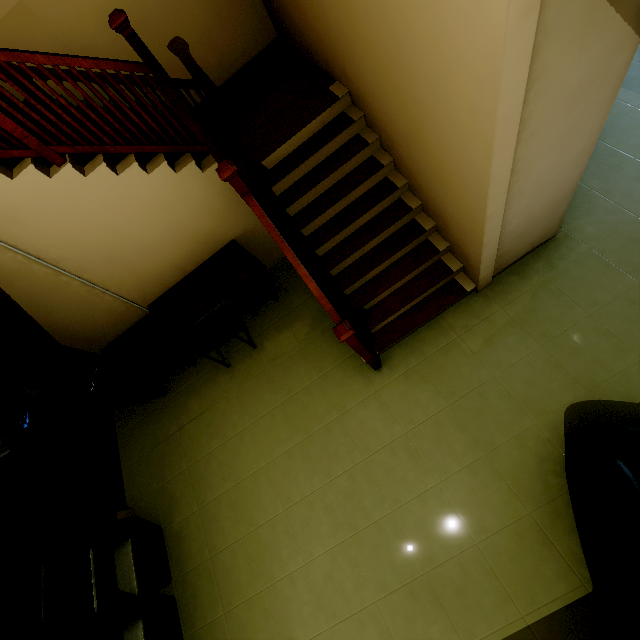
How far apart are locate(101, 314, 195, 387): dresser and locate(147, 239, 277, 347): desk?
0.1 meters

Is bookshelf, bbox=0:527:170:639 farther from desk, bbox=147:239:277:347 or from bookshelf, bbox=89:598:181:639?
desk, bbox=147:239:277:347

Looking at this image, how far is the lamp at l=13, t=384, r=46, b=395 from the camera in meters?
3.5 m

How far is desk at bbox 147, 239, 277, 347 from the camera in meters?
3.7 m

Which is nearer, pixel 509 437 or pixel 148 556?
pixel 509 437

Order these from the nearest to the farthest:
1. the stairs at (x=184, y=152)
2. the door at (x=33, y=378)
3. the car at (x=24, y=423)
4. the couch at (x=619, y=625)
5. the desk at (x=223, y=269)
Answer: the couch at (x=619, y=625) < the stairs at (x=184, y=152) < the door at (x=33, y=378) < the desk at (x=223, y=269) < the car at (x=24, y=423)

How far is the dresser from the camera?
3.93m

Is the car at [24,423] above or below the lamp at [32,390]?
below
